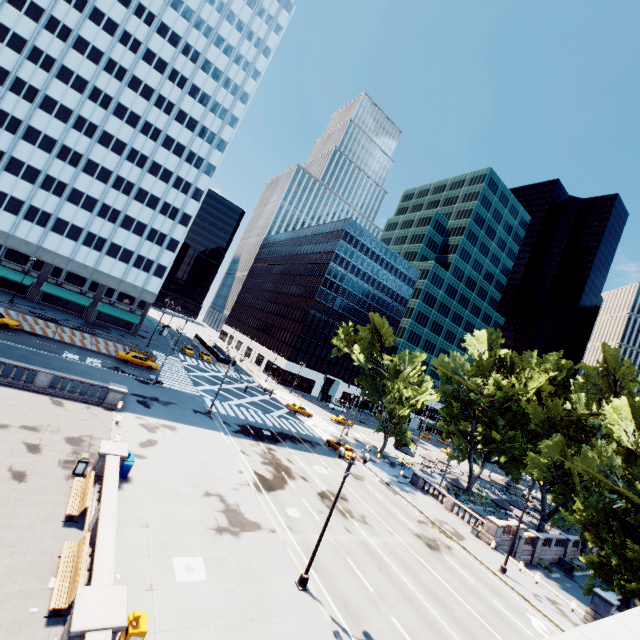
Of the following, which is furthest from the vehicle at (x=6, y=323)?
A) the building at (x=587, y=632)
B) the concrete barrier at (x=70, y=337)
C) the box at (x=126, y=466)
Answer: Answer: the box at (x=126, y=466)

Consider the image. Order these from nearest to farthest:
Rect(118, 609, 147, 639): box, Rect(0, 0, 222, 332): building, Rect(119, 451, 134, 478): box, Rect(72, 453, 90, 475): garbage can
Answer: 1. Rect(118, 609, 147, 639): box
2. Rect(72, 453, 90, 475): garbage can
3. Rect(119, 451, 134, 478): box
4. Rect(0, 0, 222, 332): building

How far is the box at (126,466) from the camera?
18.6m

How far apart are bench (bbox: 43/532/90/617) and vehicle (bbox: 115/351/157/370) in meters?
32.4

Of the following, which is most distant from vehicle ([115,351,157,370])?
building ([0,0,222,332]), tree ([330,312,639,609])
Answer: tree ([330,312,639,609])

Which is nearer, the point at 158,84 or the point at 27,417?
the point at 27,417

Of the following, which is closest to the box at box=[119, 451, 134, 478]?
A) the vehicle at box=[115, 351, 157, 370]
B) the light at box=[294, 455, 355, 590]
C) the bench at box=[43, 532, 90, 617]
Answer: the bench at box=[43, 532, 90, 617]

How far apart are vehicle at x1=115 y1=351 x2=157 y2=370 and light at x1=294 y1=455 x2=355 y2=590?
34.74m
